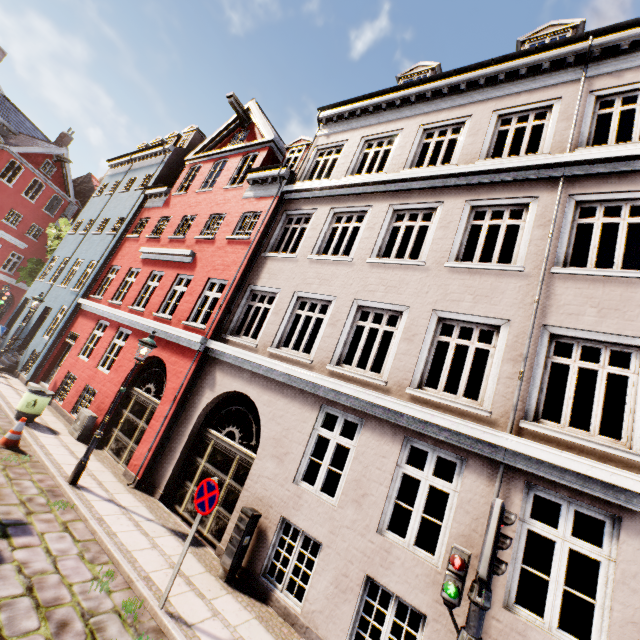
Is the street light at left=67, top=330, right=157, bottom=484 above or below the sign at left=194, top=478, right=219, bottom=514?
above

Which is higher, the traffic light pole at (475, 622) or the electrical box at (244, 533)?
the traffic light pole at (475, 622)

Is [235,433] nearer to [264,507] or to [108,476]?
[264,507]

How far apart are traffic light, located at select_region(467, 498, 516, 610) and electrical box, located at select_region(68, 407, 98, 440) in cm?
1165

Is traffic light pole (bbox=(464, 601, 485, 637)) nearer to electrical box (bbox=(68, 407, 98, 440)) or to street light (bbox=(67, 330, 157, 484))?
street light (bbox=(67, 330, 157, 484))

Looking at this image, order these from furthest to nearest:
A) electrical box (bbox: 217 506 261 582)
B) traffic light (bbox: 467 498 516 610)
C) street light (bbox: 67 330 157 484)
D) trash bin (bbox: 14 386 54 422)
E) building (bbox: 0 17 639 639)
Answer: trash bin (bbox: 14 386 54 422) < street light (bbox: 67 330 157 484) < electrical box (bbox: 217 506 261 582) < building (bbox: 0 17 639 639) < traffic light (bbox: 467 498 516 610)

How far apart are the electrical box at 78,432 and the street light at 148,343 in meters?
3.3 m

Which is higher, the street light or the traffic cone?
the street light
